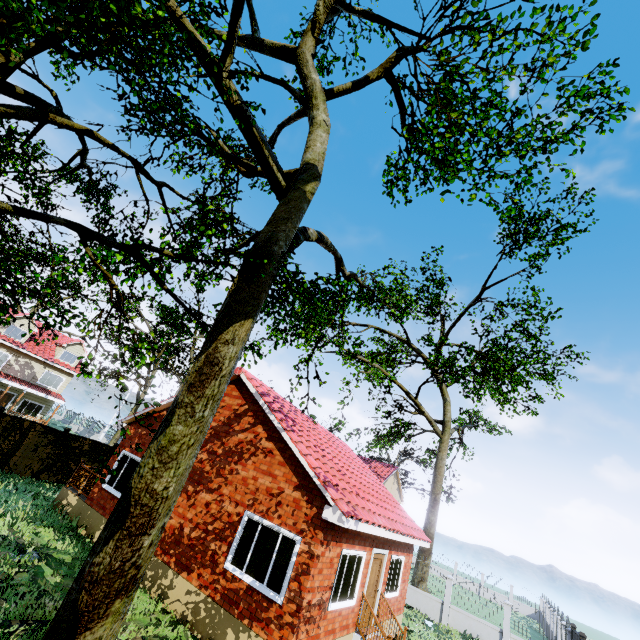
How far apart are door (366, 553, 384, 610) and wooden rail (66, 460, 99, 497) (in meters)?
10.69

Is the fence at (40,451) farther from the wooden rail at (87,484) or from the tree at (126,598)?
the wooden rail at (87,484)

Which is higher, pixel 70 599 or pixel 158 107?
pixel 158 107

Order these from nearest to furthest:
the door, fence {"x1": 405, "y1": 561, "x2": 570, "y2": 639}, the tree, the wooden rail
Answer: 1. the tree
2. the door
3. the wooden rail
4. fence {"x1": 405, "y1": 561, "x2": 570, "y2": 639}

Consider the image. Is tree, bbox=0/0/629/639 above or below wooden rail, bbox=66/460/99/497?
above

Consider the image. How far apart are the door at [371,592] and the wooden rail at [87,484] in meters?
10.7

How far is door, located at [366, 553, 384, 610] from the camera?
10.93m

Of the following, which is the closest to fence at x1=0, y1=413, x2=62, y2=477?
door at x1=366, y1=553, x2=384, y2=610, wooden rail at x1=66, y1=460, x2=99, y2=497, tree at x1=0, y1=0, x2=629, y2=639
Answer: tree at x1=0, y1=0, x2=629, y2=639
